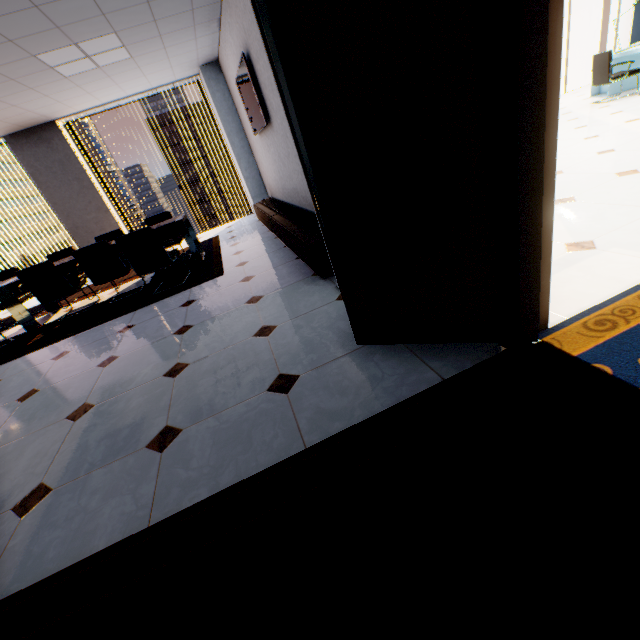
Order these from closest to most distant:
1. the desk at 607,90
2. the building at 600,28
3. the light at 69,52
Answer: the light at 69,52, the desk at 607,90, the building at 600,28

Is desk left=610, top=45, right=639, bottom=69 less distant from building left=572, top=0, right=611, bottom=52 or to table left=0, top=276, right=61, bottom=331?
table left=0, top=276, right=61, bottom=331

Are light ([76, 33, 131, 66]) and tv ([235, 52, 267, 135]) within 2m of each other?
yes

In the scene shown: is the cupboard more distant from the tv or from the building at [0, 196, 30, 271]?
the building at [0, 196, 30, 271]

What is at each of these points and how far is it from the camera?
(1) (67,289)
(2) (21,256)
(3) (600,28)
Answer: (1) chair, 4.8 meters
(2) building, 58.4 meters
(3) building, 58.2 meters

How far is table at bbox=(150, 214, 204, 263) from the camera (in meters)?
5.03

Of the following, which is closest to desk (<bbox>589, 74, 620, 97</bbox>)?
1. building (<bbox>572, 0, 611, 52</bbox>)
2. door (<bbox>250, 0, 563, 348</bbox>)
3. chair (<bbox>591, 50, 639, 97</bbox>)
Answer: chair (<bbox>591, 50, 639, 97</bbox>)

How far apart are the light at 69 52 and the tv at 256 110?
1.5m
